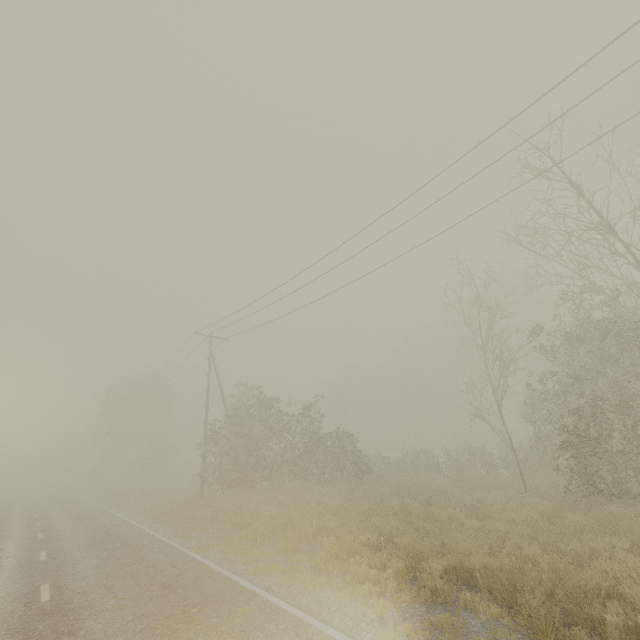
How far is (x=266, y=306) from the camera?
20.0 meters
